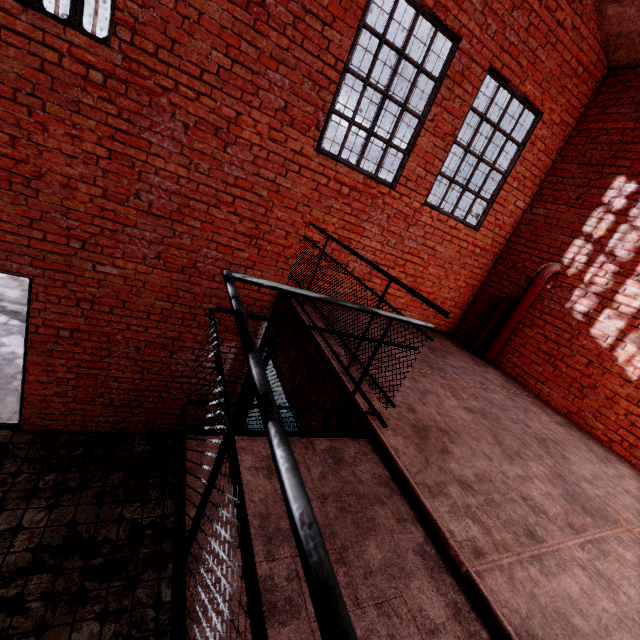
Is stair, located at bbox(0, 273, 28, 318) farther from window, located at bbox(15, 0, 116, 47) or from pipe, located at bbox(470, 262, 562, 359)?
pipe, located at bbox(470, 262, 562, 359)

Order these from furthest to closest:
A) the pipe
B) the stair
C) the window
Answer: the stair
the pipe
the window

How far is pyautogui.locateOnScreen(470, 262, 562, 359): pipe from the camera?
5.2m

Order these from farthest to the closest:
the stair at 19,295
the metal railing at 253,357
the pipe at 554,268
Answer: the stair at 19,295 < the pipe at 554,268 < the metal railing at 253,357

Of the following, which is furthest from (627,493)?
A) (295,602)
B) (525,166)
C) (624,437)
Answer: (525,166)

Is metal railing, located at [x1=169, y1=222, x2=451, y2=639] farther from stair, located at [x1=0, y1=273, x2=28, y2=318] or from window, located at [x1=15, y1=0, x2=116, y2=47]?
stair, located at [x1=0, y1=273, x2=28, y2=318]

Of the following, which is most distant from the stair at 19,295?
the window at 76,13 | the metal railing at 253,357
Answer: the metal railing at 253,357

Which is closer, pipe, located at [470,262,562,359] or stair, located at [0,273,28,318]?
pipe, located at [470,262,562,359]
